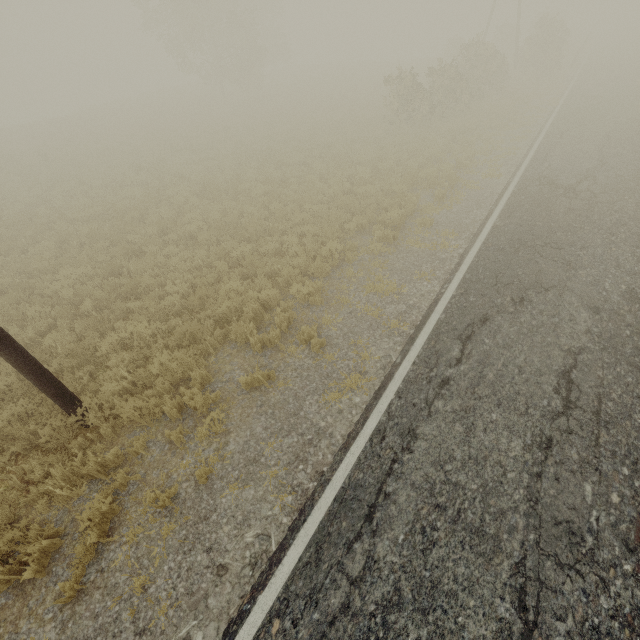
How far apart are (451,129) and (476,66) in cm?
814

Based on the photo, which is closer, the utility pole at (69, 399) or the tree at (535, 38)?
the utility pole at (69, 399)

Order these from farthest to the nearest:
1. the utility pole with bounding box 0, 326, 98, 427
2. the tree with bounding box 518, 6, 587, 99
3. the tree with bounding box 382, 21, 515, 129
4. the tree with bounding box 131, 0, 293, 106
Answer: the tree with bounding box 131, 0, 293, 106, the tree with bounding box 518, 6, 587, 99, the tree with bounding box 382, 21, 515, 129, the utility pole with bounding box 0, 326, 98, 427

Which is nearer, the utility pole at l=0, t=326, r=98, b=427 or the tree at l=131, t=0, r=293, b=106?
the utility pole at l=0, t=326, r=98, b=427

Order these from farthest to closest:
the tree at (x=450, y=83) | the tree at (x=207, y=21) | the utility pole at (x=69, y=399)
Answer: the tree at (x=207, y=21)
the tree at (x=450, y=83)
the utility pole at (x=69, y=399)

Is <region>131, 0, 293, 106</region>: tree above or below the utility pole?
above

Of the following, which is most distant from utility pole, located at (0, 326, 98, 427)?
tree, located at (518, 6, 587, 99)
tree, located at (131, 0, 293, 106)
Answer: tree, located at (131, 0, 293, 106)

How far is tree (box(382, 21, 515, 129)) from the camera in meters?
18.0 m
